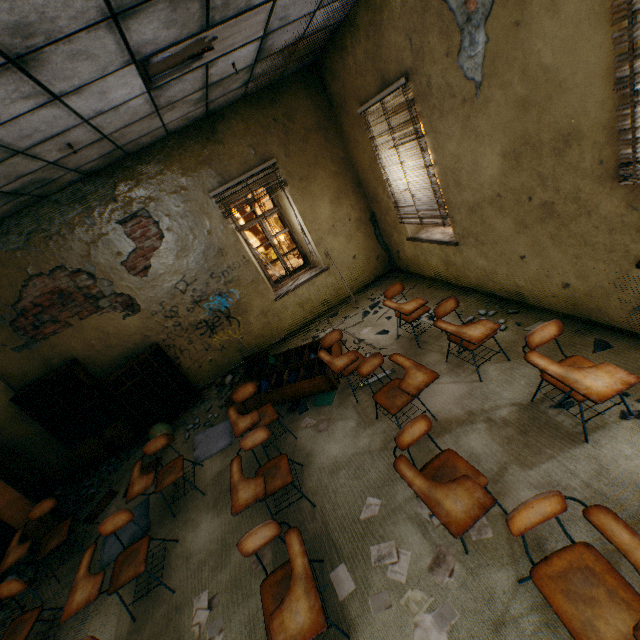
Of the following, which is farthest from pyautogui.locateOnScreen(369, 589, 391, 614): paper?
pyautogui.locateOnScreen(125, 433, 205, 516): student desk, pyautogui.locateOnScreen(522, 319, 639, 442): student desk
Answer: pyautogui.locateOnScreen(125, 433, 205, 516): student desk

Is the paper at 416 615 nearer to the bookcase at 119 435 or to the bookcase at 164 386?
the bookcase at 164 386

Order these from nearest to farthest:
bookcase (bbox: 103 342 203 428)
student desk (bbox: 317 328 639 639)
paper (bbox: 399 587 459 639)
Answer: student desk (bbox: 317 328 639 639) → paper (bbox: 399 587 459 639) → bookcase (bbox: 103 342 203 428)

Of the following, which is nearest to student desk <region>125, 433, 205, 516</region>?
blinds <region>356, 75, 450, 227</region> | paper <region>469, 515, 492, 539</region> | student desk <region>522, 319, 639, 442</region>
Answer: paper <region>469, 515, 492, 539</region>

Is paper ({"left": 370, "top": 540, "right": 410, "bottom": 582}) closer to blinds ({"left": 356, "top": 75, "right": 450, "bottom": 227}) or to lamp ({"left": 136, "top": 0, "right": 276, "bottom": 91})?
blinds ({"left": 356, "top": 75, "right": 450, "bottom": 227})

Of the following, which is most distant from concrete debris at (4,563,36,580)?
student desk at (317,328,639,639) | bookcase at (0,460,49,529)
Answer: student desk at (317,328,639,639)

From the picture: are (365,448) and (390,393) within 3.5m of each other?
yes

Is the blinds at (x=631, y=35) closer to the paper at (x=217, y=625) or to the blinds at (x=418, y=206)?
the blinds at (x=418, y=206)
